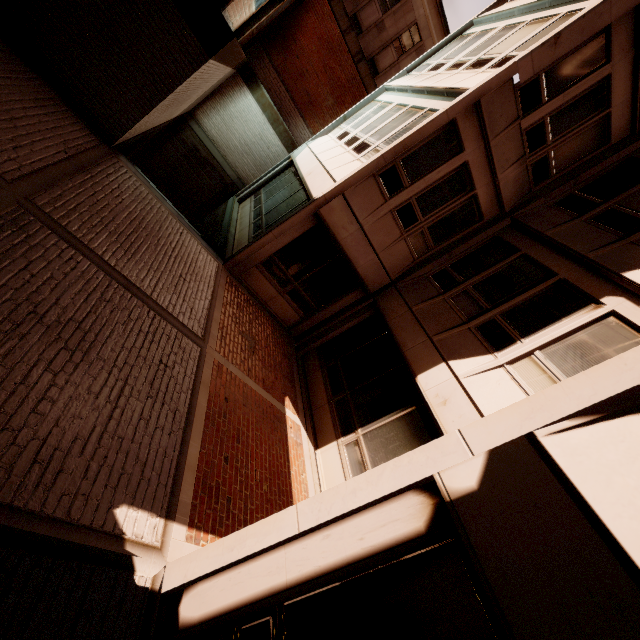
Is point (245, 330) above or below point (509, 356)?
below
